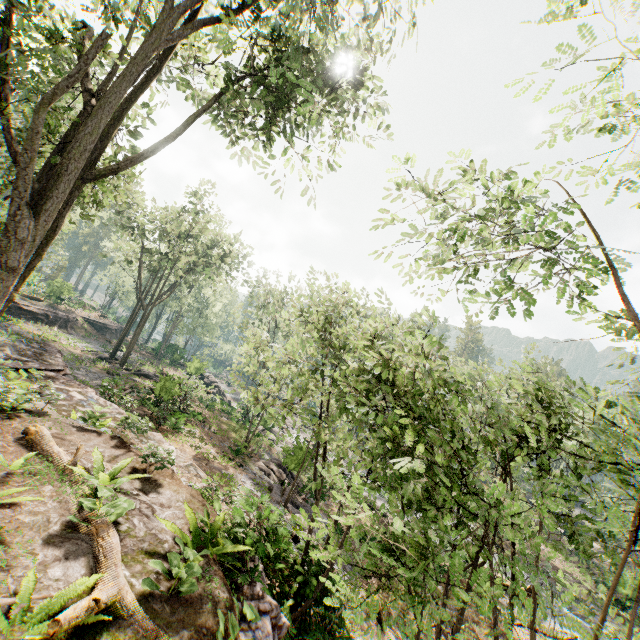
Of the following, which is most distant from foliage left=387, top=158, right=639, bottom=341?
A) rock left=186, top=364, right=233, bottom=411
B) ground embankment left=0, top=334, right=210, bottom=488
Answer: ground embankment left=0, top=334, right=210, bottom=488

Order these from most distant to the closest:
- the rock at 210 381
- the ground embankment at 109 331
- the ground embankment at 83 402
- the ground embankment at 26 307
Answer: the ground embankment at 109 331 < the rock at 210 381 < the ground embankment at 26 307 < the ground embankment at 83 402

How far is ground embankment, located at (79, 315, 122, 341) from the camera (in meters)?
44.57

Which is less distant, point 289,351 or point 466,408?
point 466,408

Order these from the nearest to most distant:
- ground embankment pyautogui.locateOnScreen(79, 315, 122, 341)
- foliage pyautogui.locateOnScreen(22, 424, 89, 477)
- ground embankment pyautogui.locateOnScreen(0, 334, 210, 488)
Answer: foliage pyautogui.locateOnScreen(22, 424, 89, 477), ground embankment pyautogui.locateOnScreen(0, 334, 210, 488), ground embankment pyautogui.locateOnScreen(79, 315, 122, 341)

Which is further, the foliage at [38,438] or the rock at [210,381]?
the rock at [210,381]

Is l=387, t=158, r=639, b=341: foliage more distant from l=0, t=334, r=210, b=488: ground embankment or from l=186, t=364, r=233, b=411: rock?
l=0, t=334, r=210, b=488: ground embankment

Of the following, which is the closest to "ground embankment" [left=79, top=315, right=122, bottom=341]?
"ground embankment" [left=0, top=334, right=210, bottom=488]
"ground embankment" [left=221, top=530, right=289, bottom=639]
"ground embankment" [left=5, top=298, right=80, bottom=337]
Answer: "ground embankment" [left=5, top=298, right=80, bottom=337]
